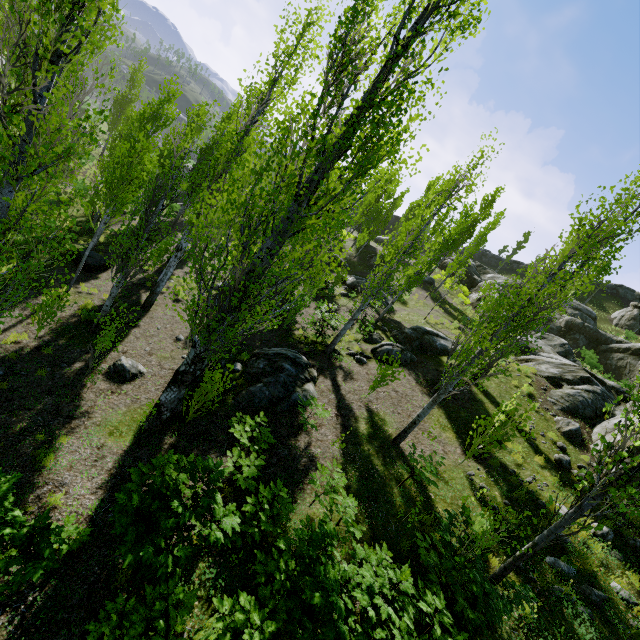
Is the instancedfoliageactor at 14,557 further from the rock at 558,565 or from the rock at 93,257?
the rock at 93,257

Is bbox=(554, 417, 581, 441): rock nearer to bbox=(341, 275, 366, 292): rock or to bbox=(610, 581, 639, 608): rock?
bbox=(610, 581, 639, 608): rock

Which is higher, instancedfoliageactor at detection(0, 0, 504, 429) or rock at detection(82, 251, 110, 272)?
instancedfoliageactor at detection(0, 0, 504, 429)

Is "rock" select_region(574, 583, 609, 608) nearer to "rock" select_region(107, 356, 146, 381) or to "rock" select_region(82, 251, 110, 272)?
"rock" select_region(107, 356, 146, 381)

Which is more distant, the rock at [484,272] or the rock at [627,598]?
the rock at [484,272]

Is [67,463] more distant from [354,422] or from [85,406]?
[354,422]

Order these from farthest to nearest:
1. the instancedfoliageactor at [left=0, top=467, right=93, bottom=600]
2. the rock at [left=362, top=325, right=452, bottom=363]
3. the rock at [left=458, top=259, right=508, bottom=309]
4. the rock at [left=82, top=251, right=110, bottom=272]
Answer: the rock at [left=458, top=259, right=508, bottom=309], the rock at [left=82, top=251, right=110, bottom=272], the rock at [left=362, top=325, right=452, bottom=363], the instancedfoliageactor at [left=0, top=467, right=93, bottom=600]

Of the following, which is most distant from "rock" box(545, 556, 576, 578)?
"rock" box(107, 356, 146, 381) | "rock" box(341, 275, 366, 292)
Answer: "rock" box(107, 356, 146, 381)
